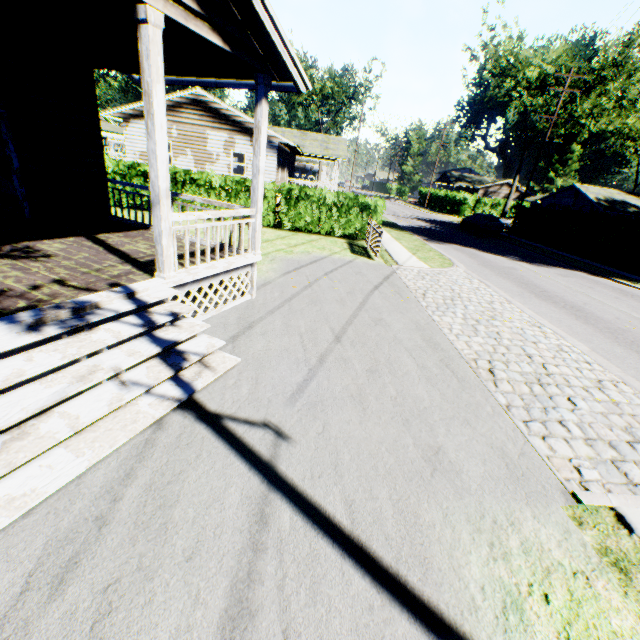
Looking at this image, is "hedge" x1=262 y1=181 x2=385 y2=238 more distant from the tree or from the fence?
the tree

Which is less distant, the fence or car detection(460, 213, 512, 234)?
the fence

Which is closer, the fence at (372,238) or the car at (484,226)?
the fence at (372,238)

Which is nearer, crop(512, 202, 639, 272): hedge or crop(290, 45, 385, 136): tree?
crop(512, 202, 639, 272): hedge

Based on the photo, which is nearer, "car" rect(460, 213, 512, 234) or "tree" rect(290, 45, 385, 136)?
"car" rect(460, 213, 512, 234)

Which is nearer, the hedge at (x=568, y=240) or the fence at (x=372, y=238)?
the fence at (x=372, y=238)

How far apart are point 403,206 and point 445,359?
49.4m

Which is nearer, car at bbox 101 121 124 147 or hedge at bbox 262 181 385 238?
hedge at bbox 262 181 385 238
